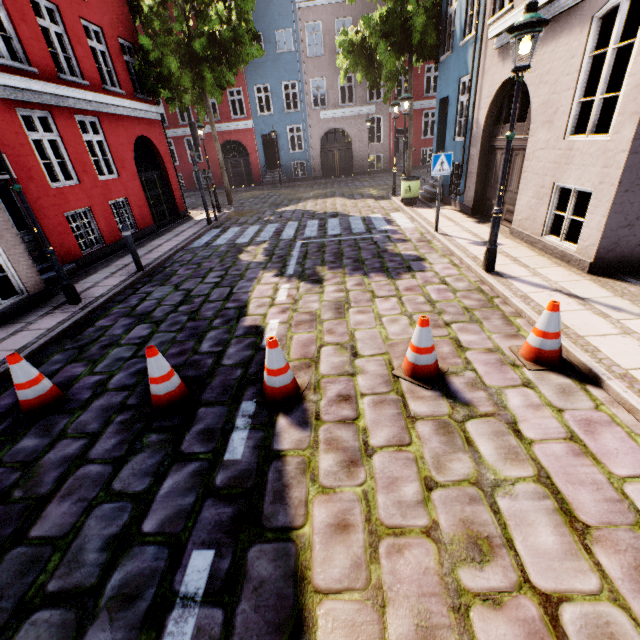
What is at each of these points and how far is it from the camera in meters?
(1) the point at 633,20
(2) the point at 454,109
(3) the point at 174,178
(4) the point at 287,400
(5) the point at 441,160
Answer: (1) building, 8.4
(2) building, 10.9
(3) building, 15.0
(4) traffic cone, 3.6
(5) sign, 7.9

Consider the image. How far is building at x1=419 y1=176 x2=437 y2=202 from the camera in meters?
12.6

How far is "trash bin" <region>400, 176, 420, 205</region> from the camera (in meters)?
11.96

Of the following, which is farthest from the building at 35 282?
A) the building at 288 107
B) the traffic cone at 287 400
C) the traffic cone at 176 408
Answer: the building at 288 107

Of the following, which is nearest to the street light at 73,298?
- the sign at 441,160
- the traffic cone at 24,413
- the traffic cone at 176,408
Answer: the traffic cone at 24,413

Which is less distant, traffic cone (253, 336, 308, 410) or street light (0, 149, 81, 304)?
traffic cone (253, 336, 308, 410)

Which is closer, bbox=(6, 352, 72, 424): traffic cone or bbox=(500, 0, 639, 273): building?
bbox=(6, 352, 72, 424): traffic cone

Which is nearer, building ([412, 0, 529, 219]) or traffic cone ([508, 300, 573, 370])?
traffic cone ([508, 300, 573, 370])
